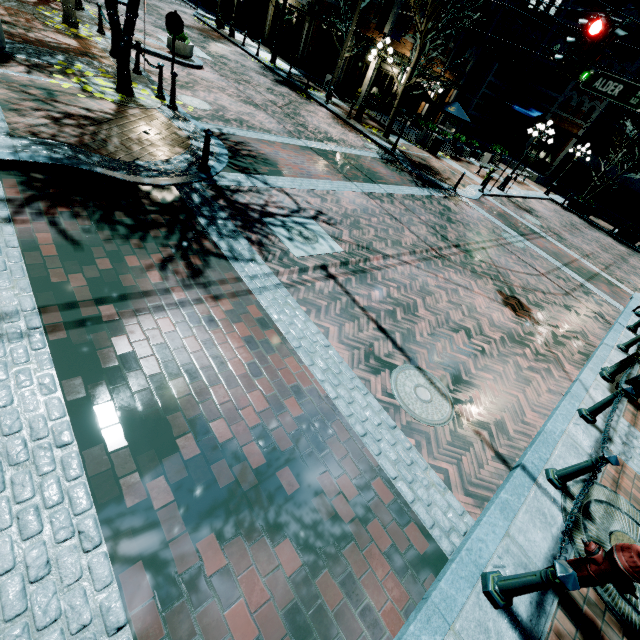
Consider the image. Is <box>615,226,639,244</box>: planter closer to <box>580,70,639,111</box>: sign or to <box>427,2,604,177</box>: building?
<box>427,2,604,177</box>: building

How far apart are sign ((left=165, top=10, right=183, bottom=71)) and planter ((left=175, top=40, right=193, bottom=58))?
6.58m

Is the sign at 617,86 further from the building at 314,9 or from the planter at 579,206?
the planter at 579,206

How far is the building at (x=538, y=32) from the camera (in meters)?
26.33

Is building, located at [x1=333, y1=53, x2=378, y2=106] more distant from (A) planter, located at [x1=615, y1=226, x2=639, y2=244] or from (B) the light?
(A) planter, located at [x1=615, y1=226, x2=639, y2=244]

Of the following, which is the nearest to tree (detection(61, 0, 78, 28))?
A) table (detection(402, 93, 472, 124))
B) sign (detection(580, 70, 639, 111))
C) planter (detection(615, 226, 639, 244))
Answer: sign (detection(580, 70, 639, 111))

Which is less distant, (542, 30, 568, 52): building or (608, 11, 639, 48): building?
(608, 11, 639, 48): building

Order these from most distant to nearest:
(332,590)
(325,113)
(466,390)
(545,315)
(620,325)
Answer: (325,113) → (620,325) → (545,315) → (466,390) → (332,590)
